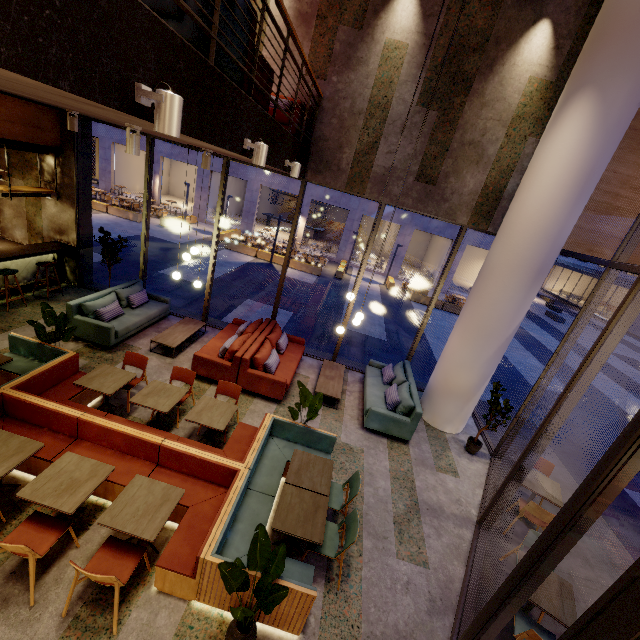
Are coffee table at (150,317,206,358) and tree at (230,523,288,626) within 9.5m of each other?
yes

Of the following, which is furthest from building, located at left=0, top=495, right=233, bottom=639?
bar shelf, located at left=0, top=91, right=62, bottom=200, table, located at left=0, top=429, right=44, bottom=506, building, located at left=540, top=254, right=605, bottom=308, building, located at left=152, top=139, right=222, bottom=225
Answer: building, located at left=540, top=254, right=605, bottom=308

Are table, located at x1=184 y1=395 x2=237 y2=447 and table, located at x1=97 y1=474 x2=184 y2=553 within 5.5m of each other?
yes

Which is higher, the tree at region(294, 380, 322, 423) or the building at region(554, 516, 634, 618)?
the tree at region(294, 380, 322, 423)

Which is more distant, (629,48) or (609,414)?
(609,414)

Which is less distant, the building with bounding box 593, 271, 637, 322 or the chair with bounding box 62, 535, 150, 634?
the chair with bounding box 62, 535, 150, 634

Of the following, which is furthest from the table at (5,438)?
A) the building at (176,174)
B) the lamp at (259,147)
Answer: the building at (176,174)

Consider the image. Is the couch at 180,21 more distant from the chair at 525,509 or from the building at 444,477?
the chair at 525,509
